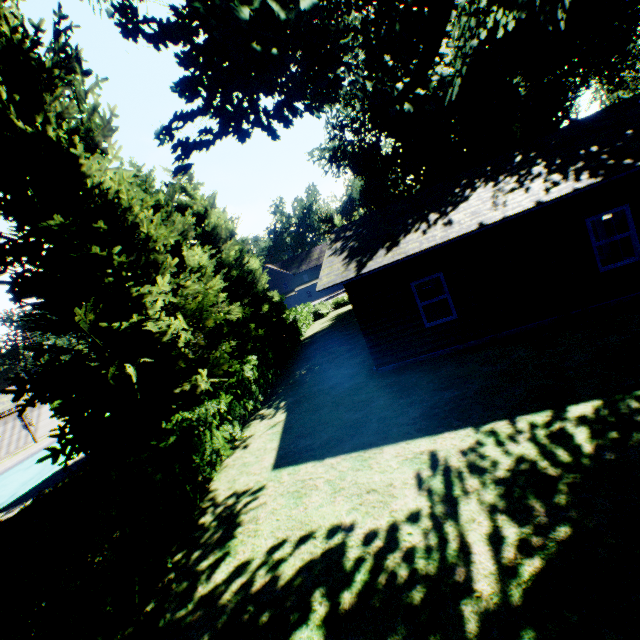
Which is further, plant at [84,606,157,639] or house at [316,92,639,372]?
house at [316,92,639,372]

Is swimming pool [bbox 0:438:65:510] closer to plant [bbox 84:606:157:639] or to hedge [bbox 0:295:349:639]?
plant [bbox 84:606:157:639]

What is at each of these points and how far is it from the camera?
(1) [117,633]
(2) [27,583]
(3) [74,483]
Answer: (1) plant, 4.9m
(2) hedge, 4.1m
(3) plant, 12.6m

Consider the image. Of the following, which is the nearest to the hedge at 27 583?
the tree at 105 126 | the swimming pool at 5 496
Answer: the tree at 105 126

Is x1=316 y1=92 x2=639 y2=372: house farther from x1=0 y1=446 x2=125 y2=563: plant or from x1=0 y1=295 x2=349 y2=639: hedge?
x1=0 y1=446 x2=125 y2=563: plant

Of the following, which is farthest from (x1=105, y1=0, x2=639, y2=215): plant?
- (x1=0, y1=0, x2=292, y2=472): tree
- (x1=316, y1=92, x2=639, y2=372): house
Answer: (x1=316, y1=92, x2=639, y2=372): house

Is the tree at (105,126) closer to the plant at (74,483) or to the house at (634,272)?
the plant at (74,483)

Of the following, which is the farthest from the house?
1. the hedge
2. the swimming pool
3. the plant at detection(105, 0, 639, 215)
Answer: the swimming pool
